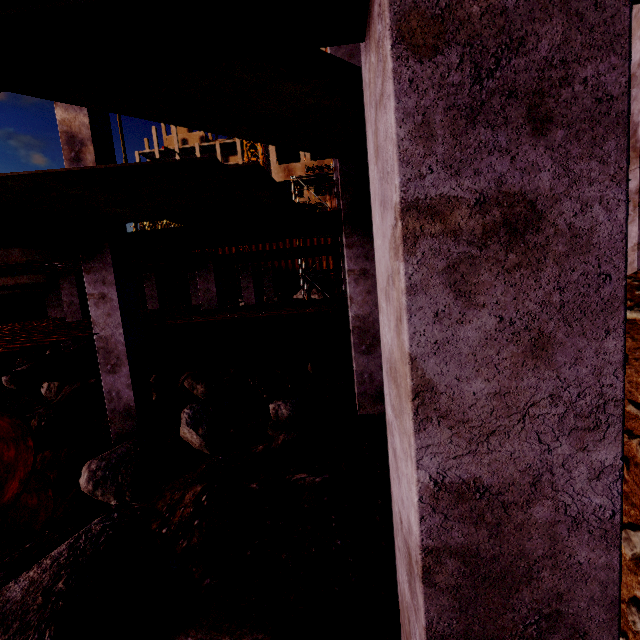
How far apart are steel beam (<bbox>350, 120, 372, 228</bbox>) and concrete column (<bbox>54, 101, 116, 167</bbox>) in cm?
453

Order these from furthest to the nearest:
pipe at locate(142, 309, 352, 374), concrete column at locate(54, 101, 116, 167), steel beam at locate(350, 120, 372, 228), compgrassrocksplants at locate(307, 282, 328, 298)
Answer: compgrassrocksplants at locate(307, 282, 328, 298) < pipe at locate(142, 309, 352, 374) < concrete column at locate(54, 101, 116, 167) < steel beam at locate(350, 120, 372, 228)

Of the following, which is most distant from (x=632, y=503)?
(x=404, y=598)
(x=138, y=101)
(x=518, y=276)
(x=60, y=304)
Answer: (x=60, y=304)

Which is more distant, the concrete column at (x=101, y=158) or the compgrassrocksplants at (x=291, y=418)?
the compgrassrocksplants at (x=291, y=418)

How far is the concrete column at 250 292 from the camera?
16.0m

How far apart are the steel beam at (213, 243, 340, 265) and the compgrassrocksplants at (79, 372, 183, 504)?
6.1m

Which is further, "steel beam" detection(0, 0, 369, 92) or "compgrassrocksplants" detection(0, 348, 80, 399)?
"compgrassrocksplants" detection(0, 348, 80, 399)

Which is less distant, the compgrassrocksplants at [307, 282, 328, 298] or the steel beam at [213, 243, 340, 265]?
the steel beam at [213, 243, 340, 265]
